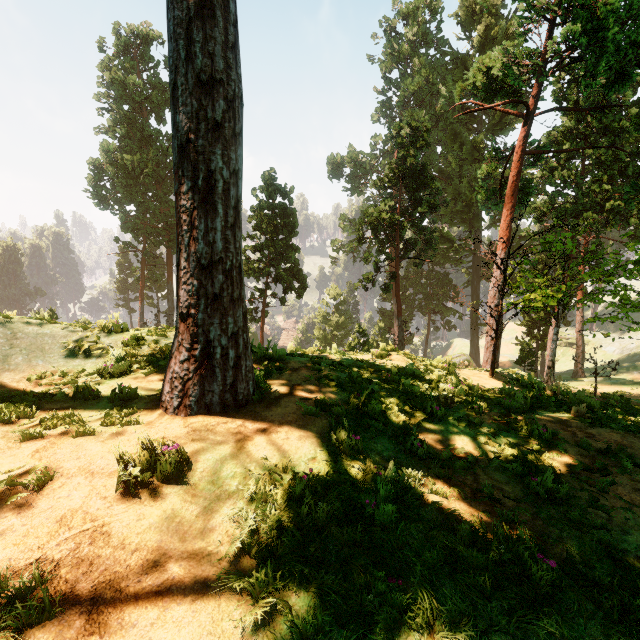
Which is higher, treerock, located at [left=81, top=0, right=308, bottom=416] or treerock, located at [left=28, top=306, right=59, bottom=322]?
treerock, located at [left=81, top=0, right=308, bottom=416]

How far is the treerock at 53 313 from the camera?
7.6 meters

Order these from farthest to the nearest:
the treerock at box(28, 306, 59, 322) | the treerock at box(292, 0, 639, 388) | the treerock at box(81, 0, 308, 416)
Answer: the treerock at box(292, 0, 639, 388) → the treerock at box(28, 306, 59, 322) → the treerock at box(81, 0, 308, 416)

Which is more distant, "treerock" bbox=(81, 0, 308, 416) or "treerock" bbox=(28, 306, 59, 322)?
"treerock" bbox=(28, 306, 59, 322)

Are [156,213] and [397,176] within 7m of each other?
no

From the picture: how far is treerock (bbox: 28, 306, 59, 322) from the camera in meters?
7.6 m

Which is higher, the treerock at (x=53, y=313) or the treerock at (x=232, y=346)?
the treerock at (x=232, y=346)
